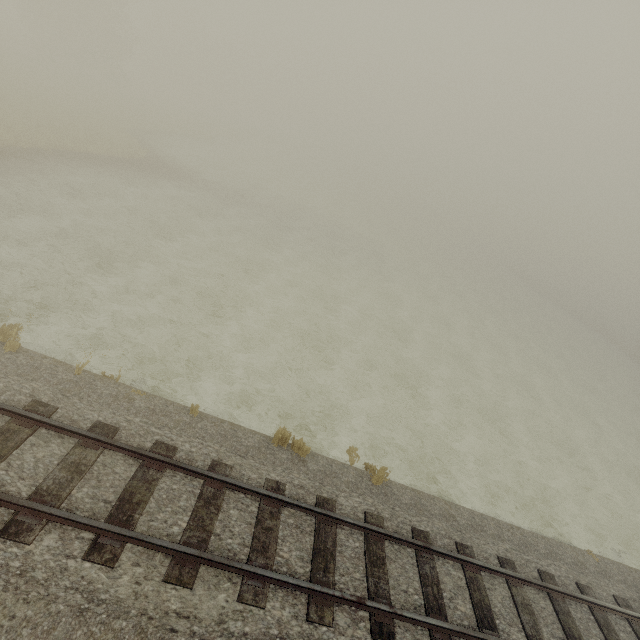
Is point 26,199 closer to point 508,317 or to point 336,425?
point 336,425
